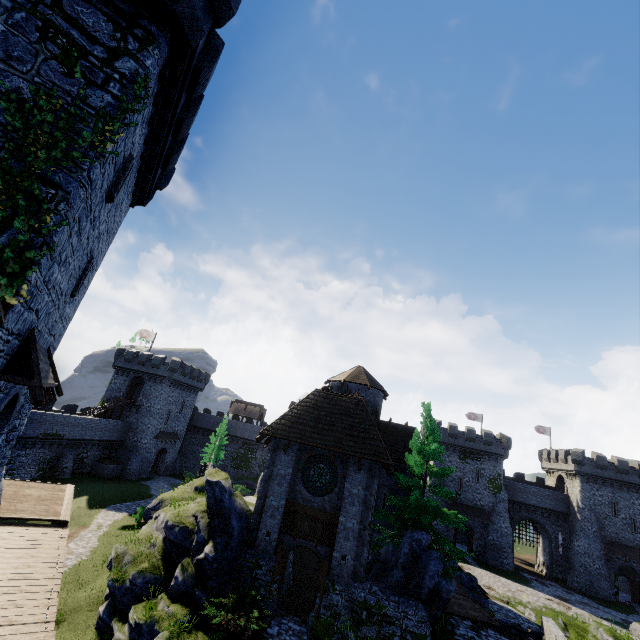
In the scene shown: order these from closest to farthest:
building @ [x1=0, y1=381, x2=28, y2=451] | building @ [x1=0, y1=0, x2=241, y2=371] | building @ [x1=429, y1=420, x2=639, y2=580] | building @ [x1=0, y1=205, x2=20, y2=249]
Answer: building @ [x1=0, y1=205, x2=20, y2=249] → building @ [x1=0, y1=0, x2=241, y2=371] → building @ [x1=0, y1=381, x2=28, y2=451] → building @ [x1=429, y1=420, x2=639, y2=580]

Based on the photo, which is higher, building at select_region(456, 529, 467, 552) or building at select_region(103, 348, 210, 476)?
building at select_region(103, 348, 210, 476)

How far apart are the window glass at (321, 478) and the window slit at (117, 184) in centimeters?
1482cm

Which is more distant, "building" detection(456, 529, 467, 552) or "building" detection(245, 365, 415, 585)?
"building" detection(456, 529, 467, 552)

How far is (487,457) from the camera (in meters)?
48.44

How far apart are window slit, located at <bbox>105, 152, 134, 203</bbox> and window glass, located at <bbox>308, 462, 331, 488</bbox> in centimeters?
1482cm

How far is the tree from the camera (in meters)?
16.59

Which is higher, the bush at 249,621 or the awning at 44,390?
the awning at 44,390
